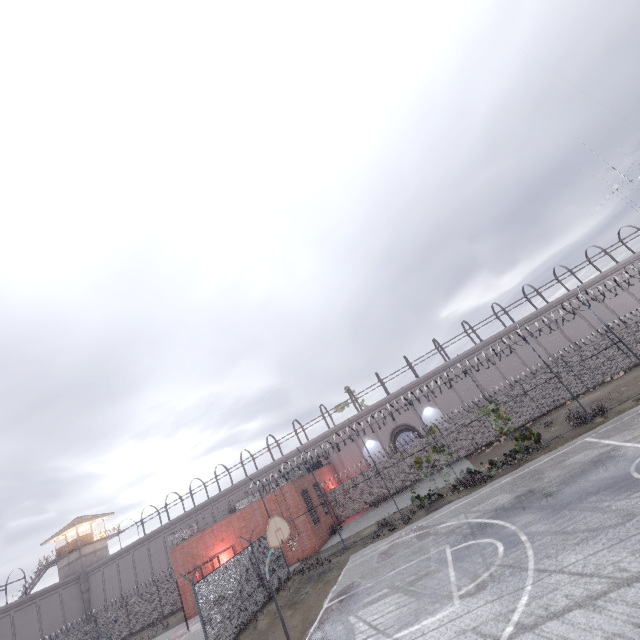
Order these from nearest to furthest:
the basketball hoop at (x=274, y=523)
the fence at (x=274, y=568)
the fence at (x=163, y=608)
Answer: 1. the basketball hoop at (x=274, y=523)
2. the fence at (x=274, y=568)
3. the fence at (x=163, y=608)

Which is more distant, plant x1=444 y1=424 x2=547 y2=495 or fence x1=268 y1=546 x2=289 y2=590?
fence x1=268 y1=546 x2=289 y2=590

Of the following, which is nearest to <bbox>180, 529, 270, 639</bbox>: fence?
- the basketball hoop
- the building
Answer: the basketball hoop

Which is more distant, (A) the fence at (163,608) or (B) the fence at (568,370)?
(A) the fence at (163,608)

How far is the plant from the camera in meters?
17.5 m

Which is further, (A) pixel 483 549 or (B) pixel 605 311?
(B) pixel 605 311

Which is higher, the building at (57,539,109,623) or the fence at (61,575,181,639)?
the building at (57,539,109,623)

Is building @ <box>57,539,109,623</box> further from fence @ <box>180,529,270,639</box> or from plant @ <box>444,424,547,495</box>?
plant @ <box>444,424,547,495</box>
